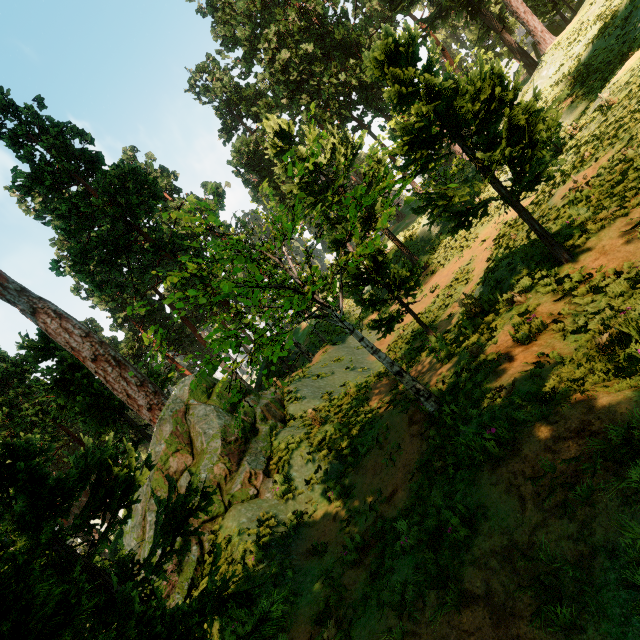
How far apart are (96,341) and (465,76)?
18.0m
